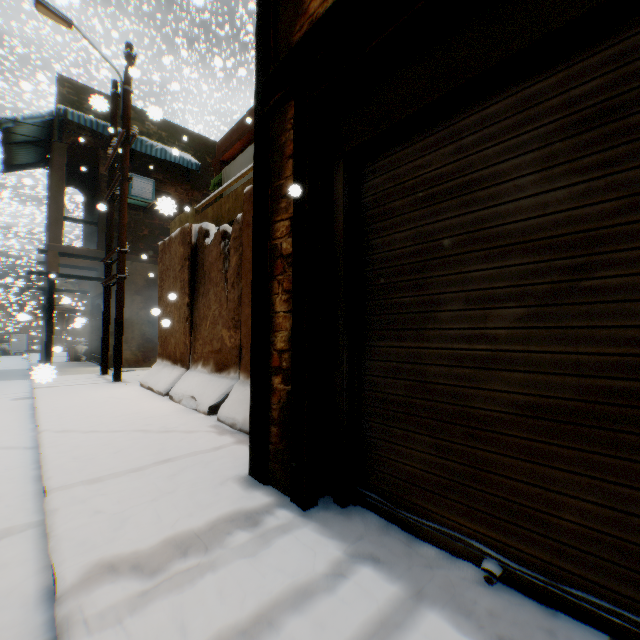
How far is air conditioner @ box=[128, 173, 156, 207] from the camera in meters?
11.1 m

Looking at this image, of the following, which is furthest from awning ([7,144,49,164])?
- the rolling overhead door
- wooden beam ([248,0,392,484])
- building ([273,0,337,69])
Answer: wooden beam ([248,0,392,484])

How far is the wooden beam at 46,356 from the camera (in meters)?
10.08

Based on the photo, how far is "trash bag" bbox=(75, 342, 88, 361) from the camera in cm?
1409

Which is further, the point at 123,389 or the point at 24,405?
the point at 123,389

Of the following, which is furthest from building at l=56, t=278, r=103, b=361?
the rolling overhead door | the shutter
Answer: the shutter

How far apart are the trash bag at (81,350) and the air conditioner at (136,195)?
6.89m

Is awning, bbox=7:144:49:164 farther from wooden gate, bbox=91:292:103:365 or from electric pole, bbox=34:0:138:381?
wooden gate, bbox=91:292:103:365
